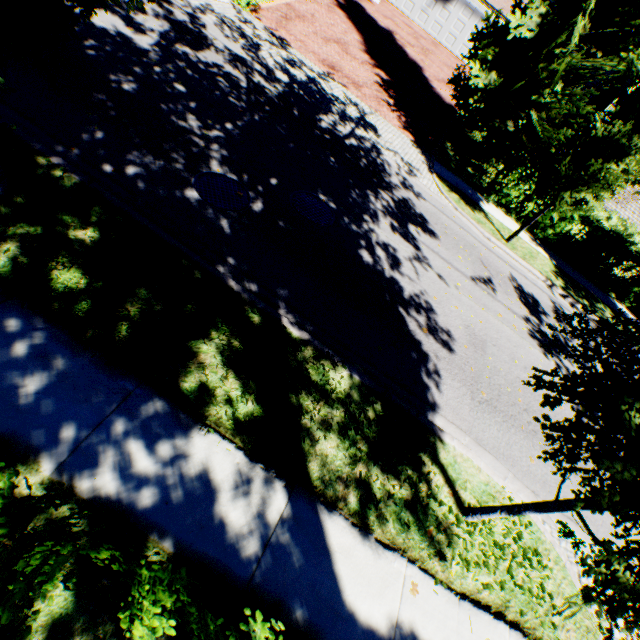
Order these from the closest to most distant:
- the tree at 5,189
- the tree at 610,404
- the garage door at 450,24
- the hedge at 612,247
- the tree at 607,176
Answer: the tree at 610,404, the tree at 5,189, the tree at 607,176, the hedge at 612,247, the garage door at 450,24

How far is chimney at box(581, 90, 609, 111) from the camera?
19.31m

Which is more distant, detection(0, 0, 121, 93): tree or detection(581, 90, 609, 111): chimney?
detection(581, 90, 609, 111): chimney

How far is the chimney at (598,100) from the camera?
19.3 meters

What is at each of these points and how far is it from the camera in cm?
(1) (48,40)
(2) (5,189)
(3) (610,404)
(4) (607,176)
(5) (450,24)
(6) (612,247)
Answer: (1) tree, 294
(2) tree, 423
(3) tree, 202
(4) tree, 873
(5) garage door, 2606
(6) hedge, 1301

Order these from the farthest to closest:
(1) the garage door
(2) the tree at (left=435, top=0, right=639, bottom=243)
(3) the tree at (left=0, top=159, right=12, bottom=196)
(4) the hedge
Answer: (1) the garage door, (4) the hedge, (2) the tree at (left=435, top=0, right=639, bottom=243), (3) the tree at (left=0, top=159, right=12, bottom=196)

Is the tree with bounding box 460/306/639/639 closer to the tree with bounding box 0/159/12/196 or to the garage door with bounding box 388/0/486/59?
the tree with bounding box 0/159/12/196

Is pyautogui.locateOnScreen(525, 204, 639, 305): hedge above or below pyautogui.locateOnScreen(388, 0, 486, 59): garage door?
below
